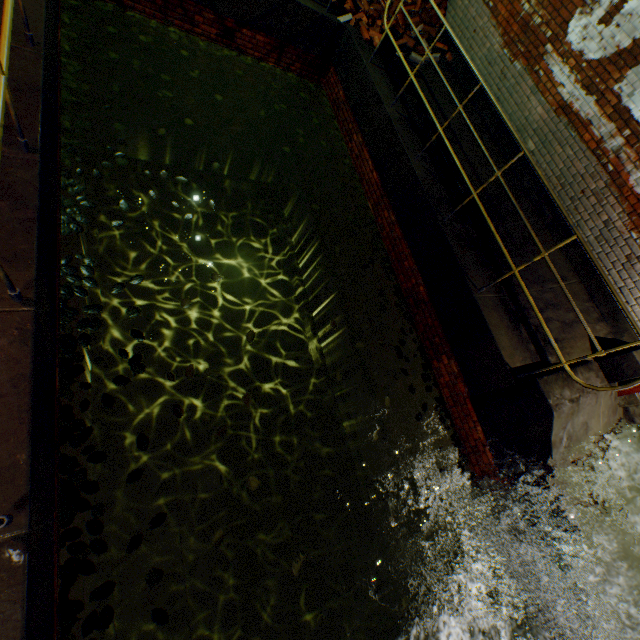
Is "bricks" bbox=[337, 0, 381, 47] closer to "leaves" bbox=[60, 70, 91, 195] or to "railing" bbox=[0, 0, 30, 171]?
"leaves" bbox=[60, 70, 91, 195]

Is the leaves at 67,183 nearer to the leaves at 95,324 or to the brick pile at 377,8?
the leaves at 95,324

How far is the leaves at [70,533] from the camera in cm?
249

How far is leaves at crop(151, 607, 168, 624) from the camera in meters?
2.6

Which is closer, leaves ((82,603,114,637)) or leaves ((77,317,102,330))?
leaves ((82,603,114,637))

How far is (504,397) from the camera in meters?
4.1 m

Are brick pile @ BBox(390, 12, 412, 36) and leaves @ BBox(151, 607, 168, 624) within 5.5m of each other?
no

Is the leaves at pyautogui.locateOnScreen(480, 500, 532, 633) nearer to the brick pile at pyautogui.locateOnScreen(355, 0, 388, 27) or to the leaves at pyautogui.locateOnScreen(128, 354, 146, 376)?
the leaves at pyautogui.locateOnScreen(128, 354, 146, 376)
